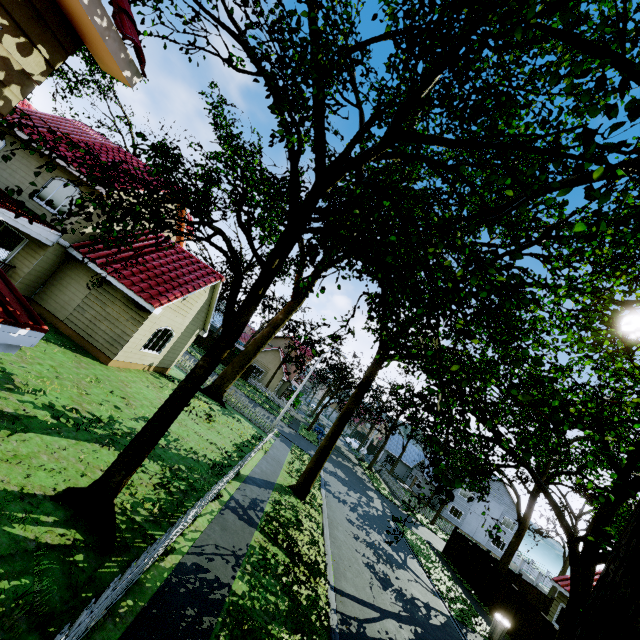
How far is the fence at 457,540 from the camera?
23.05m

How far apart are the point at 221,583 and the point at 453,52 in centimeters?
976cm

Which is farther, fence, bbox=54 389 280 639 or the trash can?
the trash can

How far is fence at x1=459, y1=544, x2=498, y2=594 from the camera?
20.3m

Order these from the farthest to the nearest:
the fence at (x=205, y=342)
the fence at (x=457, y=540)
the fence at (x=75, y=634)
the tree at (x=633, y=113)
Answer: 1. the fence at (x=205, y=342)
2. the fence at (x=457, y=540)
3. the fence at (x=75, y=634)
4. the tree at (x=633, y=113)

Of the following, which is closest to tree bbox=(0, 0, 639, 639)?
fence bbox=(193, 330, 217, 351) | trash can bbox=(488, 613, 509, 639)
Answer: fence bbox=(193, 330, 217, 351)
